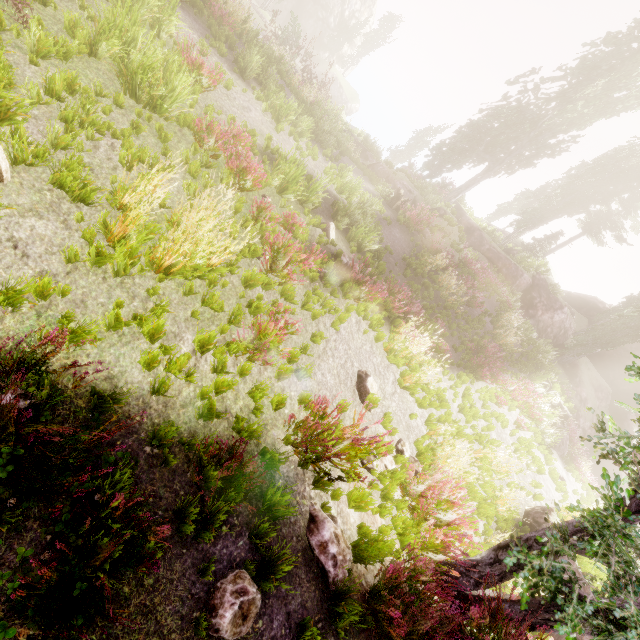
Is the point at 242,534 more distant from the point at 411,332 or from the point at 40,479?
the point at 411,332

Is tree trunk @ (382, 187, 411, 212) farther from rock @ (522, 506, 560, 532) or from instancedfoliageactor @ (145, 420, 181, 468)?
rock @ (522, 506, 560, 532)

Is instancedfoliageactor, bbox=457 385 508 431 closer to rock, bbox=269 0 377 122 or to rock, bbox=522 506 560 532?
rock, bbox=269 0 377 122

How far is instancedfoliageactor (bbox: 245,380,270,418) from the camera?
4.6m

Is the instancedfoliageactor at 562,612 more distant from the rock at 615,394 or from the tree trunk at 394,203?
the tree trunk at 394,203

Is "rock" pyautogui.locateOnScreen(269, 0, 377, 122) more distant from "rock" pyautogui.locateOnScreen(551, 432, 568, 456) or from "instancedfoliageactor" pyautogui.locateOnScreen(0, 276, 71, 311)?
"rock" pyautogui.locateOnScreen(551, 432, 568, 456)

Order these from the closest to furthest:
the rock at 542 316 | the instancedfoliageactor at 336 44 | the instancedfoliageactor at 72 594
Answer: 1. the instancedfoliageactor at 72 594
2. the rock at 542 316
3. the instancedfoliageactor at 336 44
